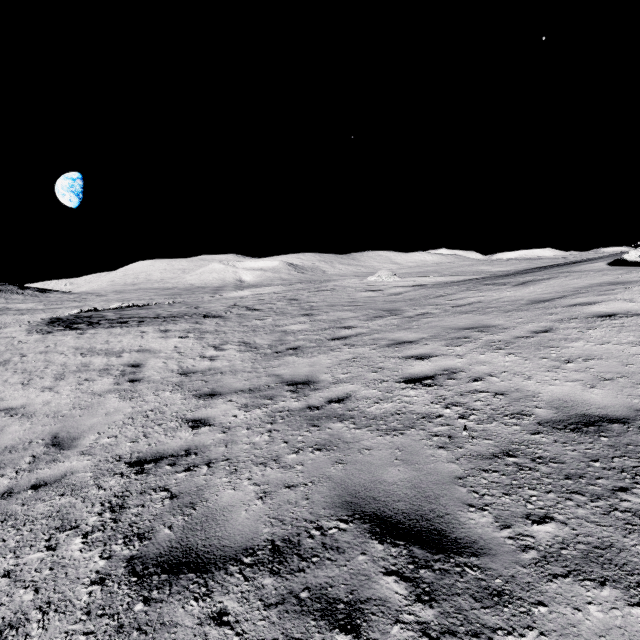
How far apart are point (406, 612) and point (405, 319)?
8.5 meters
